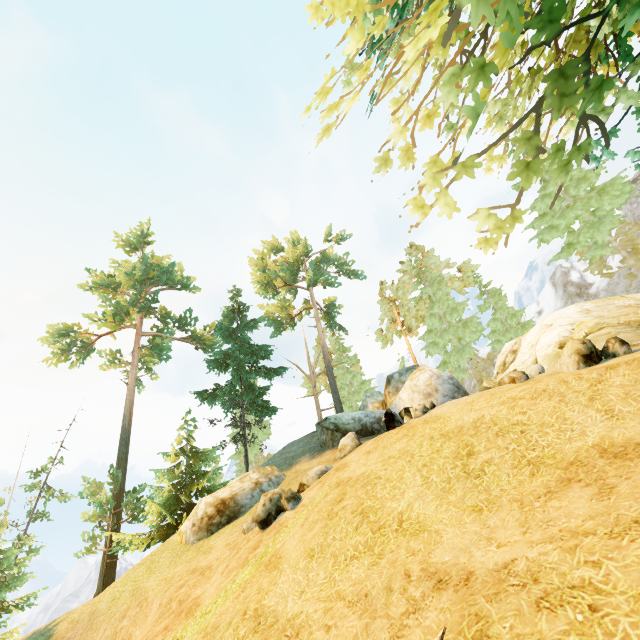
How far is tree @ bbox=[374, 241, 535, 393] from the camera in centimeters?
2849cm

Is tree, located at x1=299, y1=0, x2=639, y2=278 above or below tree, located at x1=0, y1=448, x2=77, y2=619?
above

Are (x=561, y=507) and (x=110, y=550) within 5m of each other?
no

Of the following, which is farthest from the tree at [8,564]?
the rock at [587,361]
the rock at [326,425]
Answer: the rock at [587,361]

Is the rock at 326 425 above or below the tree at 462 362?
below

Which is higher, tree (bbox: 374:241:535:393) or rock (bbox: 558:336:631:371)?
tree (bbox: 374:241:535:393)

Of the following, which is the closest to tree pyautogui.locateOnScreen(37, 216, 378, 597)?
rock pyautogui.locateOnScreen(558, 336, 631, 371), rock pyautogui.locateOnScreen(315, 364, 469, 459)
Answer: rock pyautogui.locateOnScreen(315, 364, 469, 459)

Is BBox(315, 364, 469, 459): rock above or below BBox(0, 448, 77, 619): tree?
above
